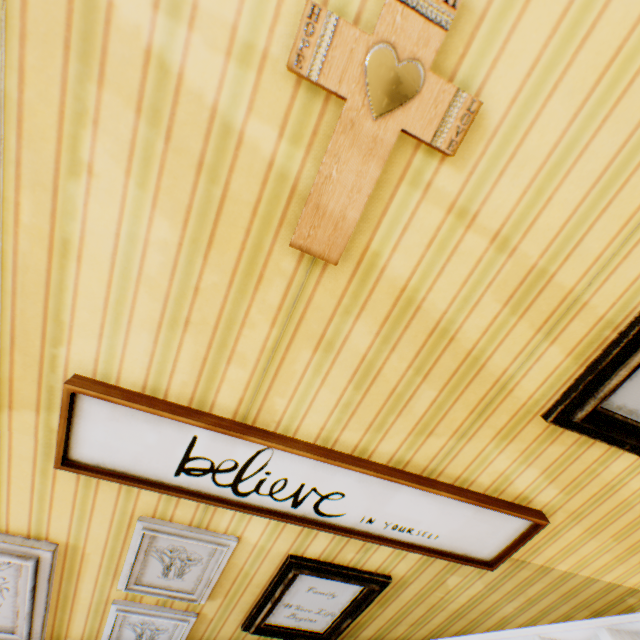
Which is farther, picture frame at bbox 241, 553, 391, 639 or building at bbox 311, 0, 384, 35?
picture frame at bbox 241, 553, 391, 639

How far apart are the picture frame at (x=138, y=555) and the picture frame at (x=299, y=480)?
0.25m

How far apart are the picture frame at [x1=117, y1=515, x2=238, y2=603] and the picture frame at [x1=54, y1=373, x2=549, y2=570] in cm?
25

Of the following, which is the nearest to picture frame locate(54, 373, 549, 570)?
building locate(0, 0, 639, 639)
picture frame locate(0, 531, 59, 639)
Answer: building locate(0, 0, 639, 639)

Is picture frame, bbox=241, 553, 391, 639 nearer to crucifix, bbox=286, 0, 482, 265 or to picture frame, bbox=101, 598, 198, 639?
picture frame, bbox=101, 598, 198, 639

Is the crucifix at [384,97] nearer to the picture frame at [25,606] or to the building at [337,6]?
the building at [337,6]

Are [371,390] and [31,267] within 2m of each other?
yes

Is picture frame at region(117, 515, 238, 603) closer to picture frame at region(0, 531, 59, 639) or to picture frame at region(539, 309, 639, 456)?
picture frame at region(0, 531, 59, 639)
